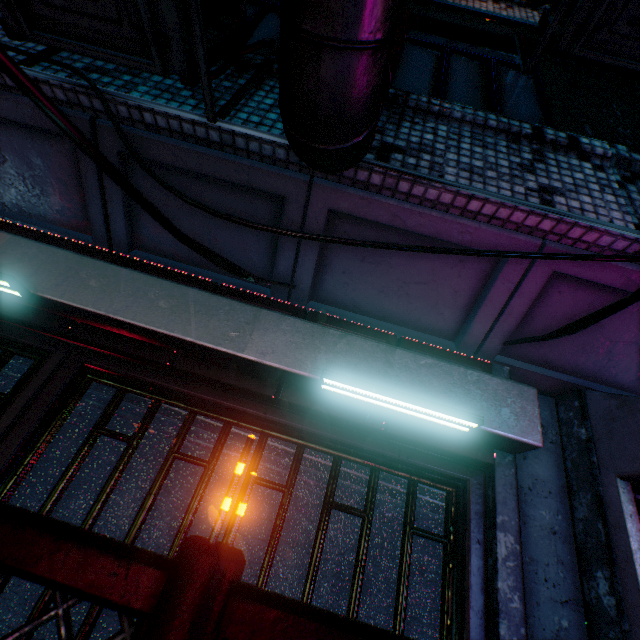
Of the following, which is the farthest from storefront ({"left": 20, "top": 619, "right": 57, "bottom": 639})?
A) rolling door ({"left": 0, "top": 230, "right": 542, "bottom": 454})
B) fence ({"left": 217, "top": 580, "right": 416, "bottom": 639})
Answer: fence ({"left": 217, "top": 580, "right": 416, "bottom": 639})

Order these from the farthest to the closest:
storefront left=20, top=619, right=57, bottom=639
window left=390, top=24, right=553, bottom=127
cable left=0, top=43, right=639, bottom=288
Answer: window left=390, top=24, right=553, bottom=127 < storefront left=20, top=619, right=57, bottom=639 < cable left=0, top=43, right=639, bottom=288

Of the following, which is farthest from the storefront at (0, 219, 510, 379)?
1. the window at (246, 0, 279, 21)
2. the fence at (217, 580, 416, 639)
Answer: the window at (246, 0, 279, 21)

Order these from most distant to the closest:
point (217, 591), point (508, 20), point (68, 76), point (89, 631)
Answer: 1. point (508, 20)
2. point (68, 76)
3. point (89, 631)
4. point (217, 591)

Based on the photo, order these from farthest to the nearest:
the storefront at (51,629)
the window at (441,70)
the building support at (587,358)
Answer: the window at (441,70) < the building support at (587,358) < the storefront at (51,629)

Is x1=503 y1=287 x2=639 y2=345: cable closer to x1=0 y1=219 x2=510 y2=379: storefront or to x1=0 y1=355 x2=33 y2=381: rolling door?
x1=0 y1=219 x2=510 y2=379: storefront

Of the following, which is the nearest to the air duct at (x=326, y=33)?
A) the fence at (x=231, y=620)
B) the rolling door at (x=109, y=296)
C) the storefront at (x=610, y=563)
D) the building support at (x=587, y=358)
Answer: the building support at (x=587, y=358)

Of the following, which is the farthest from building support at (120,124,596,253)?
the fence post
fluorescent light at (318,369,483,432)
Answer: the fence post
